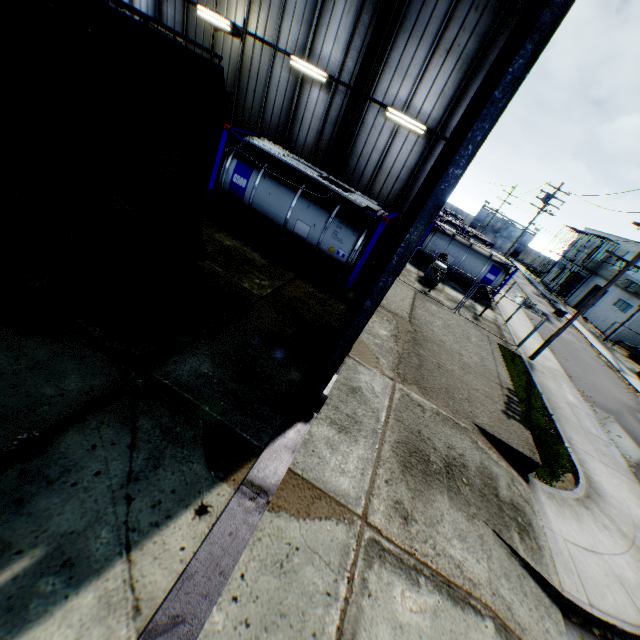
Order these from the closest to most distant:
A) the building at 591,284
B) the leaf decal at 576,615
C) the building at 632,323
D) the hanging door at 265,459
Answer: the hanging door at 265,459 → the leaf decal at 576,615 → the building at 632,323 → the building at 591,284

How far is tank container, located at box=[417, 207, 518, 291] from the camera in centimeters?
2323cm

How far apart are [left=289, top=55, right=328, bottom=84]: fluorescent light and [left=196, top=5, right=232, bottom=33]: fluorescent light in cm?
275

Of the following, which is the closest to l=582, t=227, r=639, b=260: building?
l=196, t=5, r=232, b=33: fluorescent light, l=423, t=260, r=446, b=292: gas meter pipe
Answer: l=423, t=260, r=446, b=292: gas meter pipe

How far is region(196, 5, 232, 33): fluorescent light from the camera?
12.5 meters

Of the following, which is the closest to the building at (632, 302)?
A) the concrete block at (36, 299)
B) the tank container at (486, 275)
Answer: the tank container at (486, 275)

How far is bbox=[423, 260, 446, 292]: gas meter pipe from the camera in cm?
1872

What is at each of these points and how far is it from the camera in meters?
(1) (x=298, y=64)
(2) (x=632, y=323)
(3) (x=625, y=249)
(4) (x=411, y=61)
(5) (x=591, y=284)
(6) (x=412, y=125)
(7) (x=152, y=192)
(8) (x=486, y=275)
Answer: (1) fluorescent light, 12.3
(2) building, 32.8
(3) building, 39.6
(4) building, 11.1
(5) building, 42.2
(6) fluorescent light, 11.8
(7) train, 5.0
(8) tank container, 23.5
